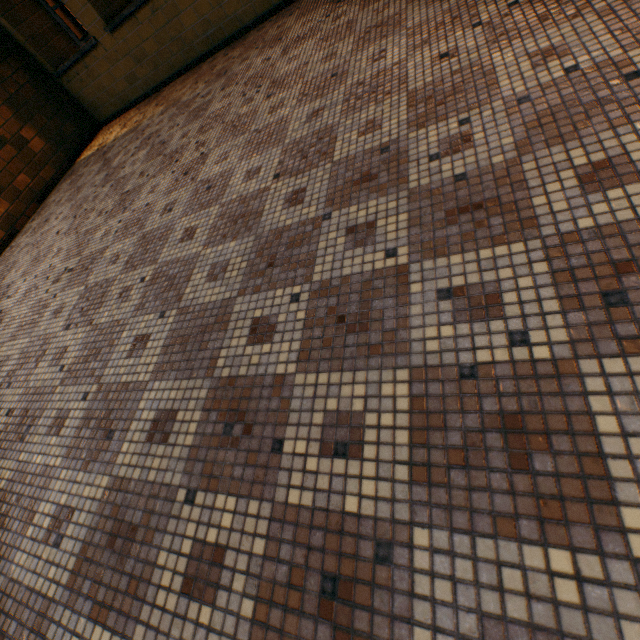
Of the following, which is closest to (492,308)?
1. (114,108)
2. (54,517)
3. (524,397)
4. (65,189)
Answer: (524,397)
